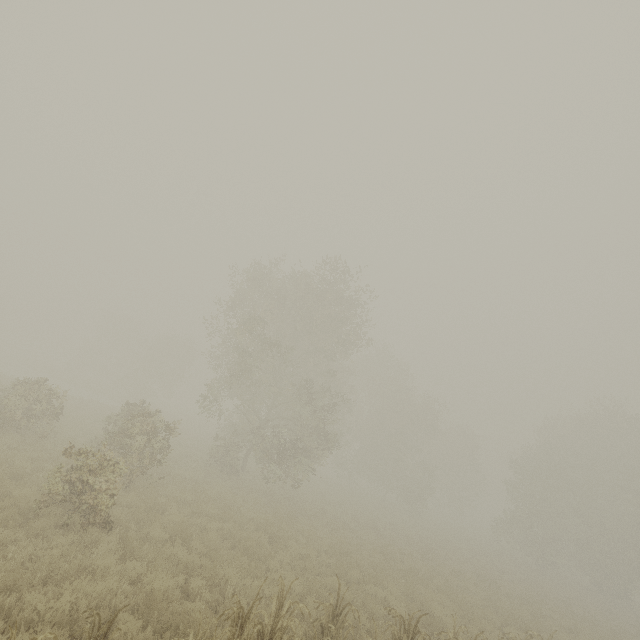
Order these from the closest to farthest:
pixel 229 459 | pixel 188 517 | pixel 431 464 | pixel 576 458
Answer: Result:
1. pixel 188 517
2. pixel 229 459
3. pixel 576 458
4. pixel 431 464
